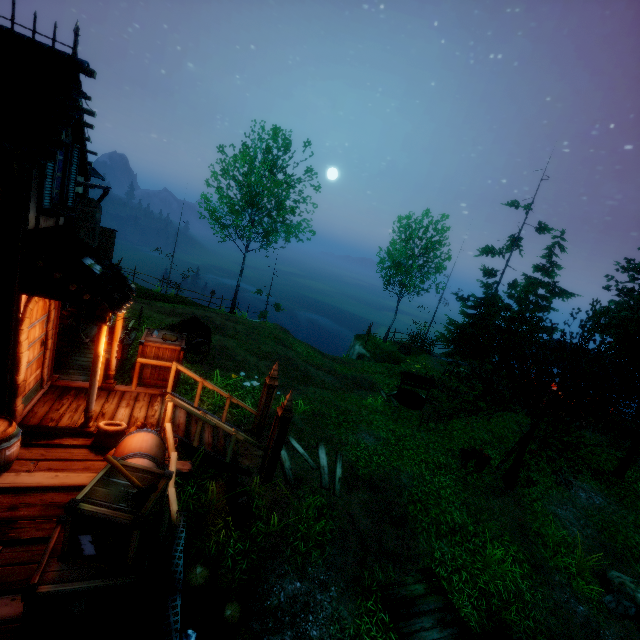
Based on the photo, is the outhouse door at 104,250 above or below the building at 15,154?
below

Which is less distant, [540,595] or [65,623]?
[65,623]

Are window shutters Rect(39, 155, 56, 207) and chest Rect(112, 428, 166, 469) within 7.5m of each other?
yes

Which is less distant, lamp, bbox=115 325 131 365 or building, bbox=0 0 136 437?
building, bbox=0 0 136 437

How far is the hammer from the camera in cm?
379

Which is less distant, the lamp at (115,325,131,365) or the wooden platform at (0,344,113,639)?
the wooden platform at (0,344,113,639)

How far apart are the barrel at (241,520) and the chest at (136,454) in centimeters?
195cm

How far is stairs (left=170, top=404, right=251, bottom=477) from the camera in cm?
727
